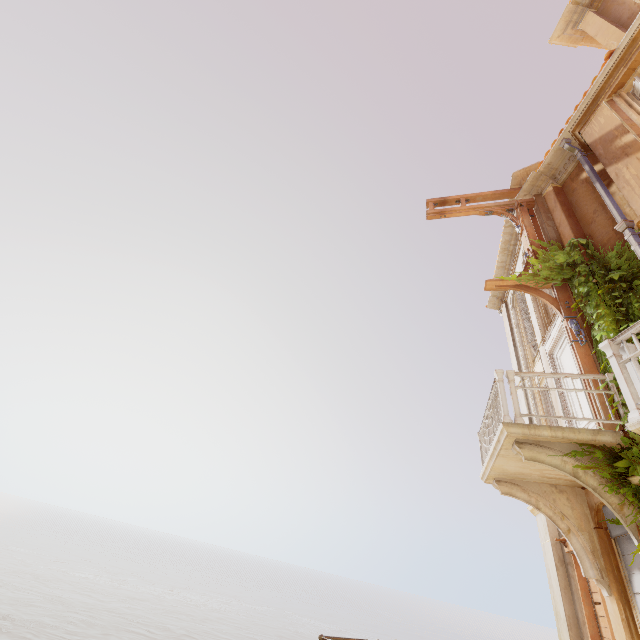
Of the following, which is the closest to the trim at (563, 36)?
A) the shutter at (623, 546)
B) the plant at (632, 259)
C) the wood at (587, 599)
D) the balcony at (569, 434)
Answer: the plant at (632, 259)

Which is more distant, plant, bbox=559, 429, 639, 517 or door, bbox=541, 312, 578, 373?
door, bbox=541, 312, 578, 373

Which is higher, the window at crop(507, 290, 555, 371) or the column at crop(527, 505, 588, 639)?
the window at crop(507, 290, 555, 371)

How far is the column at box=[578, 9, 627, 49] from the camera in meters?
7.6

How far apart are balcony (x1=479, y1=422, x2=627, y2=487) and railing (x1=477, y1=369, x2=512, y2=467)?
0.02m

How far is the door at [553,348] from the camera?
7.8 meters

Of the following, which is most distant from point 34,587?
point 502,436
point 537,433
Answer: point 537,433

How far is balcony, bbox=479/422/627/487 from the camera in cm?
529
